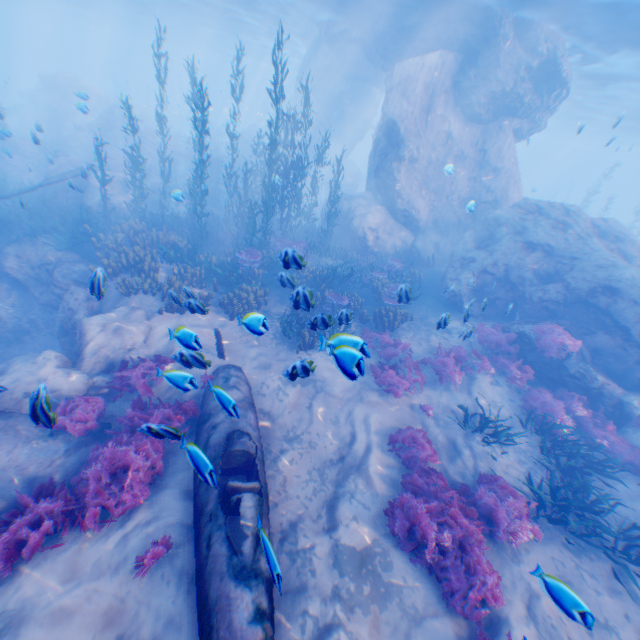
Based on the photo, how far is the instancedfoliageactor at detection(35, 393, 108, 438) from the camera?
6.4 meters

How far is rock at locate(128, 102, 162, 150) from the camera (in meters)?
25.20

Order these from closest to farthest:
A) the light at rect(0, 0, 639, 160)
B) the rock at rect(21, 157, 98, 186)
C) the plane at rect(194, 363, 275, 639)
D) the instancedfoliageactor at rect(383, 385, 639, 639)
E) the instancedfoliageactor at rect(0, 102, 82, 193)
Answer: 1. the plane at rect(194, 363, 275, 639)
2. the instancedfoliageactor at rect(383, 385, 639, 639)
3. the light at rect(0, 0, 639, 160)
4. the instancedfoliageactor at rect(0, 102, 82, 193)
5. the rock at rect(21, 157, 98, 186)

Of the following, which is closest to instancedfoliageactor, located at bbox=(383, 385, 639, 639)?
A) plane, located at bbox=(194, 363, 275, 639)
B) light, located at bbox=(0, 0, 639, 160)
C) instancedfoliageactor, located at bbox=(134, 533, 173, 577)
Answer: plane, located at bbox=(194, 363, 275, 639)

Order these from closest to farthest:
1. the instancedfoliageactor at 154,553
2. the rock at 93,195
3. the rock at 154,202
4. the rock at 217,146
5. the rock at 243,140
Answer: the instancedfoliageactor at 154,553 < the rock at 93,195 < the rock at 154,202 < the rock at 217,146 < the rock at 243,140

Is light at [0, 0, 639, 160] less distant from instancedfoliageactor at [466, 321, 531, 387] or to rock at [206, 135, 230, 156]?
rock at [206, 135, 230, 156]

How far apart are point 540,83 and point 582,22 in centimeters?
247cm

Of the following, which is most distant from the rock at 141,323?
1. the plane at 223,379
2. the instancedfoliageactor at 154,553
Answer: the instancedfoliageactor at 154,553
